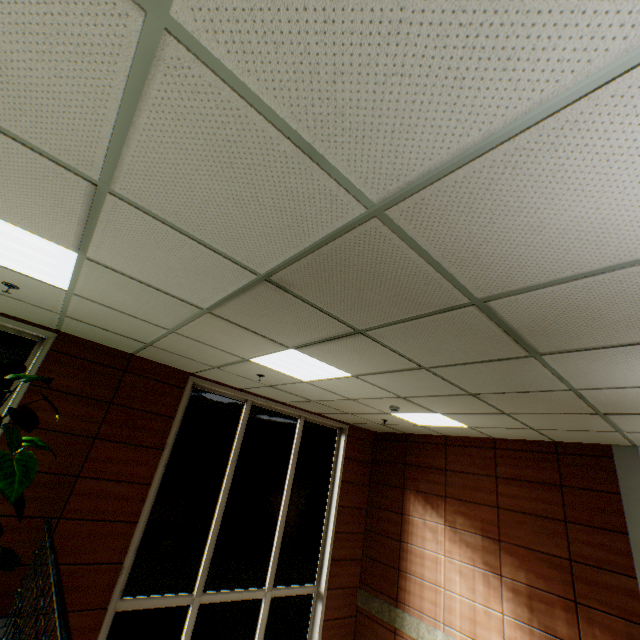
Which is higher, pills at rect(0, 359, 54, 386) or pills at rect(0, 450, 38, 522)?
pills at rect(0, 359, 54, 386)

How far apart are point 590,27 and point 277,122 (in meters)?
0.93

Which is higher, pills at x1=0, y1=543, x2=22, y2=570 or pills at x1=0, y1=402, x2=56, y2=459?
pills at x1=0, y1=402, x2=56, y2=459

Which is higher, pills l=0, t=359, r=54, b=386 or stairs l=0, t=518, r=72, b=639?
pills l=0, t=359, r=54, b=386

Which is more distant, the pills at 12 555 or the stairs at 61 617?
the pills at 12 555

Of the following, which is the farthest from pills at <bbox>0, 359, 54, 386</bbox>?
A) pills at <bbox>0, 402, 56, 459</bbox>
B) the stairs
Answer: the stairs

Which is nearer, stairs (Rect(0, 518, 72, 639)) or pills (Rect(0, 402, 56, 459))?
stairs (Rect(0, 518, 72, 639))

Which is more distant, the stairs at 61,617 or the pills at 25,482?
the pills at 25,482
